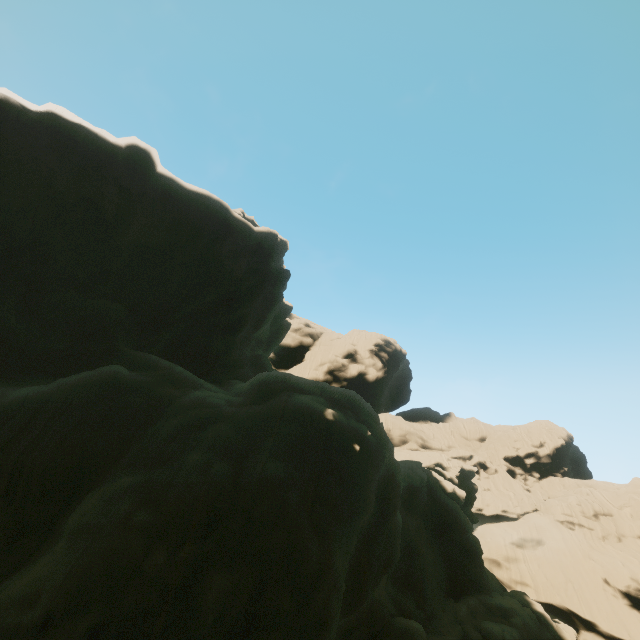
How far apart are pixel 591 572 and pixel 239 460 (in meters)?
52.70
